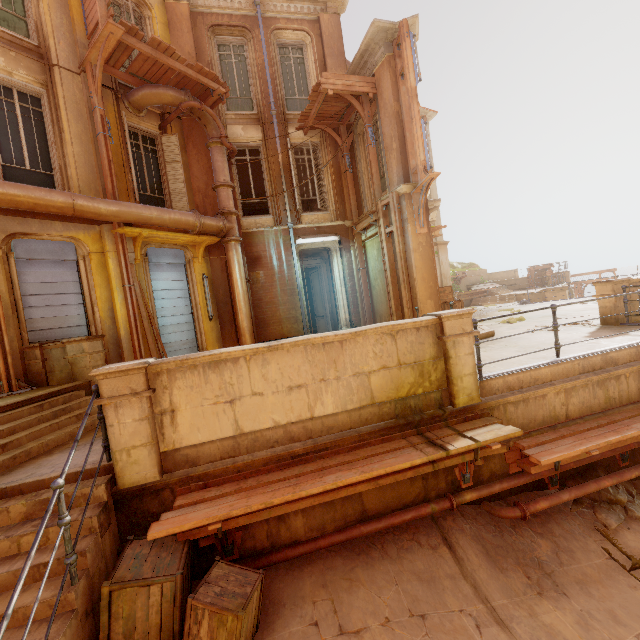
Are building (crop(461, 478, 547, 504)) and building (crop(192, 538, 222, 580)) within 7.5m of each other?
yes

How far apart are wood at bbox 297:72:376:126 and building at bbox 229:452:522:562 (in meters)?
10.23

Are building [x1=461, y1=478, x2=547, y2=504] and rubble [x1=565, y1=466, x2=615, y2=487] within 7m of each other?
yes

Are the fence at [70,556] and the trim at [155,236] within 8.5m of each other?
yes

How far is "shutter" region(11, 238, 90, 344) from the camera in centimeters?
739cm

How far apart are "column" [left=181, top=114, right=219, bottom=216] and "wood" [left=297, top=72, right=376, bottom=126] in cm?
312

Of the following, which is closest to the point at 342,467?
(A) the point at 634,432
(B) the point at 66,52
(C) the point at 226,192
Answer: (A) the point at 634,432

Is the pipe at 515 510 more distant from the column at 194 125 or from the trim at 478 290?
the trim at 478 290
